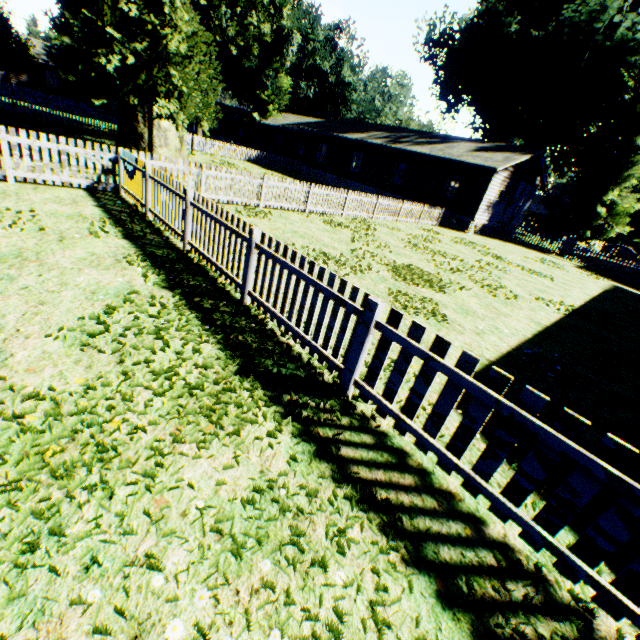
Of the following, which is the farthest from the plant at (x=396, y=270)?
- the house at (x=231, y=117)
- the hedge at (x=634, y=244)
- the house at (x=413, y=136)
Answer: the hedge at (x=634, y=244)

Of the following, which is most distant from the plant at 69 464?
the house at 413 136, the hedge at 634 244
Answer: the hedge at 634 244

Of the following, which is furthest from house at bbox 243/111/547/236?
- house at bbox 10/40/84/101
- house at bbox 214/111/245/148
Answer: house at bbox 10/40/84/101

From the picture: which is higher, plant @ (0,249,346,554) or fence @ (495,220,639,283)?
fence @ (495,220,639,283)

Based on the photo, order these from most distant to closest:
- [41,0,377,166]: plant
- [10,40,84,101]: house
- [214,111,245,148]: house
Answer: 1. [214,111,245,148]: house
2. [10,40,84,101]: house
3. [41,0,377,166]: plant

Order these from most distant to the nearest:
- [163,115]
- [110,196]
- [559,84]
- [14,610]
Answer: [559,84] < [163,115] < [110,196] < [14,610]

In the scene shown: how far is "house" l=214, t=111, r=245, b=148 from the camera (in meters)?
49.40

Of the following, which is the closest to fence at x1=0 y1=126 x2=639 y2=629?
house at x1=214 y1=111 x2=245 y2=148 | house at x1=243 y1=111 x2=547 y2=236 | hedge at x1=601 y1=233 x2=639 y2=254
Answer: house at x1=243 y1=111 x2=547 y2=236
